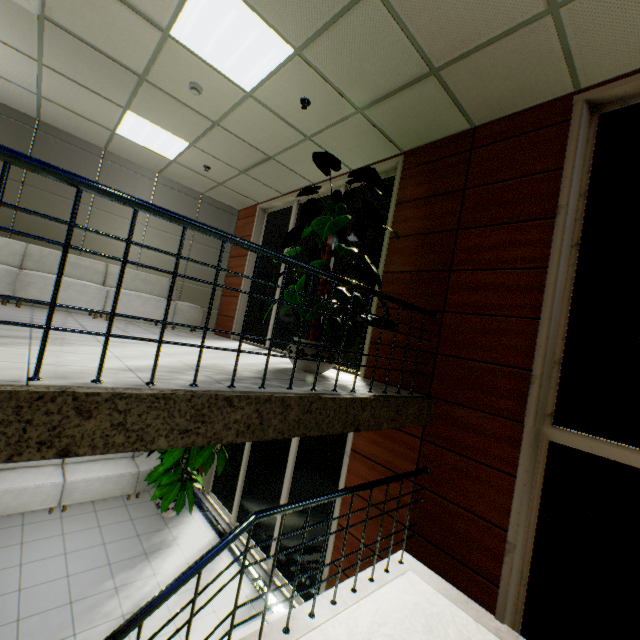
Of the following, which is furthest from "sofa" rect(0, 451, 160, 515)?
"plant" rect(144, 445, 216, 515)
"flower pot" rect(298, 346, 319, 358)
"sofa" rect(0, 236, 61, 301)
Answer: "flower pot" rect(298, 346, 319, 358)

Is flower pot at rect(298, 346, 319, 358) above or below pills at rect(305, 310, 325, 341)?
below

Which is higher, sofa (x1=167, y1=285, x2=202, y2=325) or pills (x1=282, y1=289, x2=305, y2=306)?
pills (x1=282, y1=289, x2=305, y2=306)

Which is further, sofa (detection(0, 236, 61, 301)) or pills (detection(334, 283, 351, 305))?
sofa (detection(0, 236, 61, 301))

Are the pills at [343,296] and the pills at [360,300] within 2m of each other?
yes

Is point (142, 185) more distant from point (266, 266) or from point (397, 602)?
point (397, 602)

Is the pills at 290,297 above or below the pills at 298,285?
below

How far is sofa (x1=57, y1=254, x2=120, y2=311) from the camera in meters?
5.5 m
